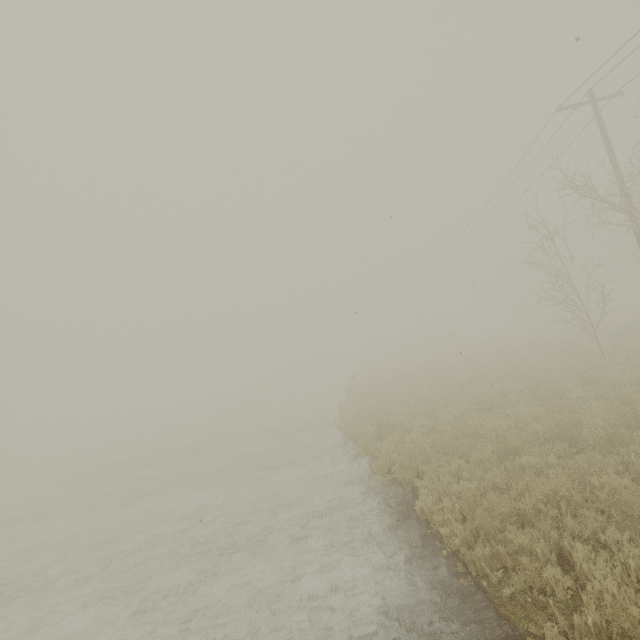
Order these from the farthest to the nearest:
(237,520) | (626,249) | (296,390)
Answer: (626,249) < (296,390) < (237,520)
